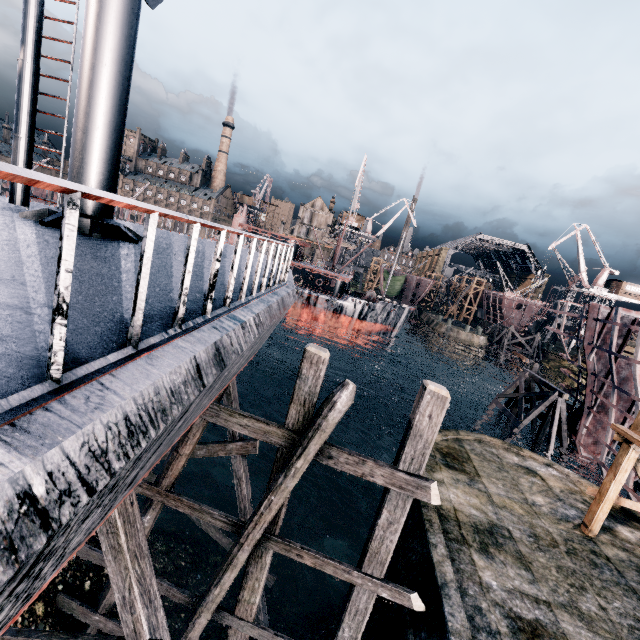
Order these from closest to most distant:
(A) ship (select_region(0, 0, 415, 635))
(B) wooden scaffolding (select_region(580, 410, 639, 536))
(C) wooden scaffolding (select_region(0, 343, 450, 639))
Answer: (A) ship (select_region(0, 0, 415, 635)) → (C) wooden scaffolding (select_region(0, 343, 450, 639)) → (B) wooden scaffolding (select_region(580, 410, 639, 536))

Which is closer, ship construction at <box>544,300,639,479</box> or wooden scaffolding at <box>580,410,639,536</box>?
wooden scaffolding at <box>580,410,639,536</box>

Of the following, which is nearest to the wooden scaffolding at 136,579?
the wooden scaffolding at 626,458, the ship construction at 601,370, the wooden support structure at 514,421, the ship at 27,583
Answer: the ship at 27,583

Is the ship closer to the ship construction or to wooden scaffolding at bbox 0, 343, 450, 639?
wooden scaffolding at bbox 0, 343, 450, 639

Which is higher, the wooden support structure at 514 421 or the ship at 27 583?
the ship at 27 583

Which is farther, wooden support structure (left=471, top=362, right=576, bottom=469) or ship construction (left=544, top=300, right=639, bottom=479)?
wooden support structure (left=471, top=362, right=576, bottom=469)

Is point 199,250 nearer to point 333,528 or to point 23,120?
point 23,120

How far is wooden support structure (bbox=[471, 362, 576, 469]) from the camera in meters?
24.0
